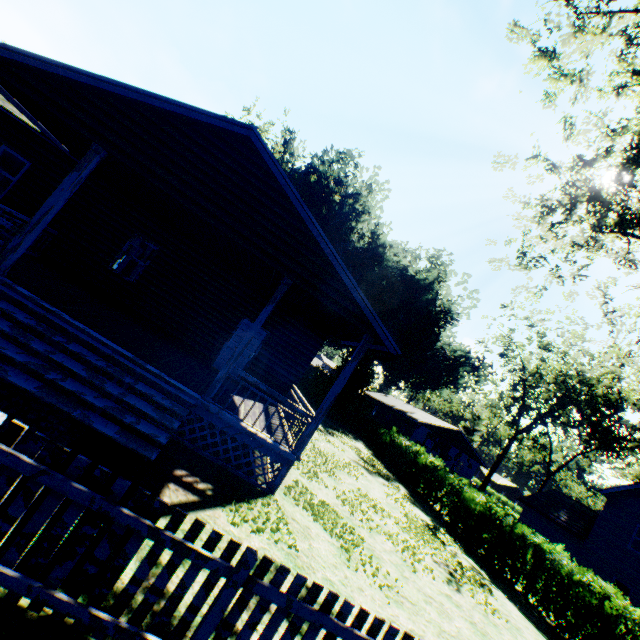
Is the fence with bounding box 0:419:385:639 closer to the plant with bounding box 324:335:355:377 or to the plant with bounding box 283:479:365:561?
the plant with bounding box 283:479:365:561

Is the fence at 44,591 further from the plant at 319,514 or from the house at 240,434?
the plant at 319,514

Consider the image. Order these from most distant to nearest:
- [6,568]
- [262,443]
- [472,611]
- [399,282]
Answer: [399,282], [472,611], [262,443], [6,568]

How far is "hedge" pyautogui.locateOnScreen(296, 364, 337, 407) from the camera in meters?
30.8 m

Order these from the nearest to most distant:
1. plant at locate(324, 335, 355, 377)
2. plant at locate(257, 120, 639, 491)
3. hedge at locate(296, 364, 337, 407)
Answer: hedge at locate(296, 364, 337, 407), plant at locate(324, 335, 355, 377), plant at locate(257, 120, 639, 491)

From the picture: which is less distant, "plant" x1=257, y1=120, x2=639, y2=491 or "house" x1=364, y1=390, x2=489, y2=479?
"plant" x1=257, y1=120, x2=639, y2=491

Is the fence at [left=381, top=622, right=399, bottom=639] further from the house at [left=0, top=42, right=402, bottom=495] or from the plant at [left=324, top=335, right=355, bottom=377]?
the plant at [left=324, top=335, right=355, bottom=377]

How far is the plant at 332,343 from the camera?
34.3 meters
